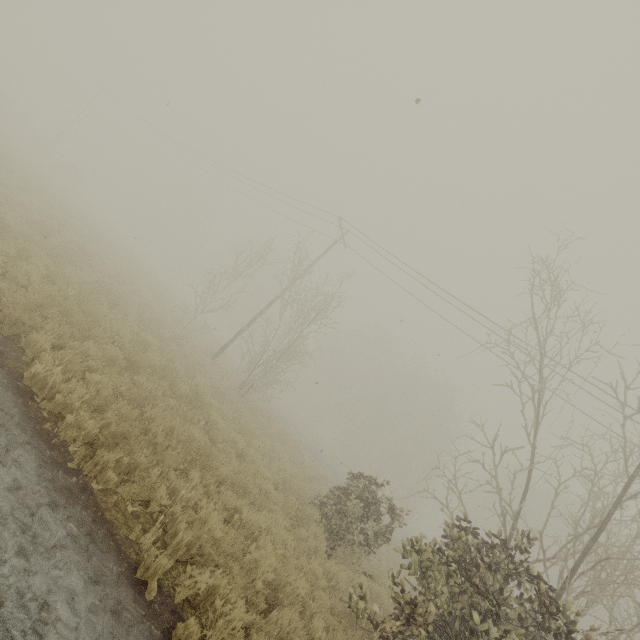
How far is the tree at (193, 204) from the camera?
57.2m

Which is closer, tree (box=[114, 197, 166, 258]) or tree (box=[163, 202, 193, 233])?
tree (box=[114, 197, 166, 258])

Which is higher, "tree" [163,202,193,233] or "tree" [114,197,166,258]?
"tree" [163,202,193,233]

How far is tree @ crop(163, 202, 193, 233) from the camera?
57.20m

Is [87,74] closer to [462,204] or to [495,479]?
[462,204]
